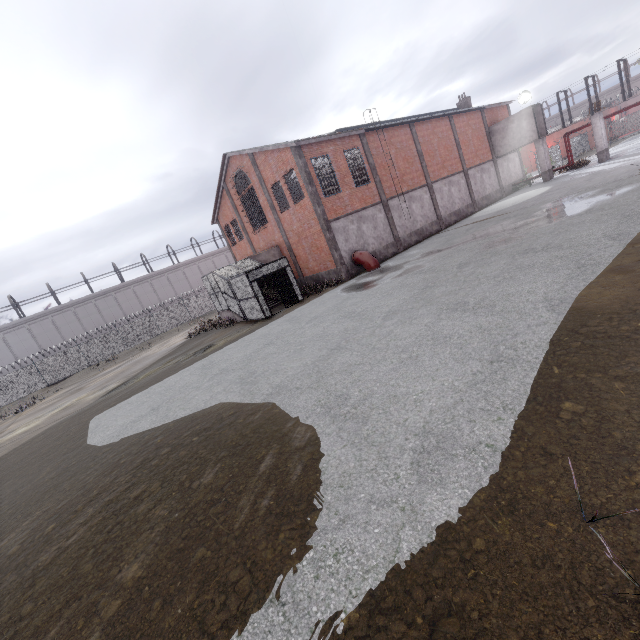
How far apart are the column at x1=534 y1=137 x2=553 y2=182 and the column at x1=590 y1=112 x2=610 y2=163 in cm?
377

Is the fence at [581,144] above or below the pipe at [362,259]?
above

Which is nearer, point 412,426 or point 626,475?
point 626,475

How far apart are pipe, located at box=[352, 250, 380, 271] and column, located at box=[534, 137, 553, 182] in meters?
22.8 m

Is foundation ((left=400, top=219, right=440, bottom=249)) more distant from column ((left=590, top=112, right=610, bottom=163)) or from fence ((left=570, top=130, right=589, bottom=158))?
fence ((left=570, top=130, right=589, bottom=158))

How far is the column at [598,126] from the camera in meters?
27.2 m

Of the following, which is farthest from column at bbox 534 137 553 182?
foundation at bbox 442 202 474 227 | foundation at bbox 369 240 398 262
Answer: foundation at bbox 369 240 398 262

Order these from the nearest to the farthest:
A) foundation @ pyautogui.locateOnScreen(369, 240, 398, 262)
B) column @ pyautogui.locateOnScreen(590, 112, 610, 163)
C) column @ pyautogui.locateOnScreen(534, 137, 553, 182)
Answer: foundation @ pyautogui.locateOnScreen(369, 240, 398, 262) → column @ pyautogui.locateOnScreen(590, 112, 610, 163) → column @ pyautogui.locateOnScreen(534, 137, 553, 182)
